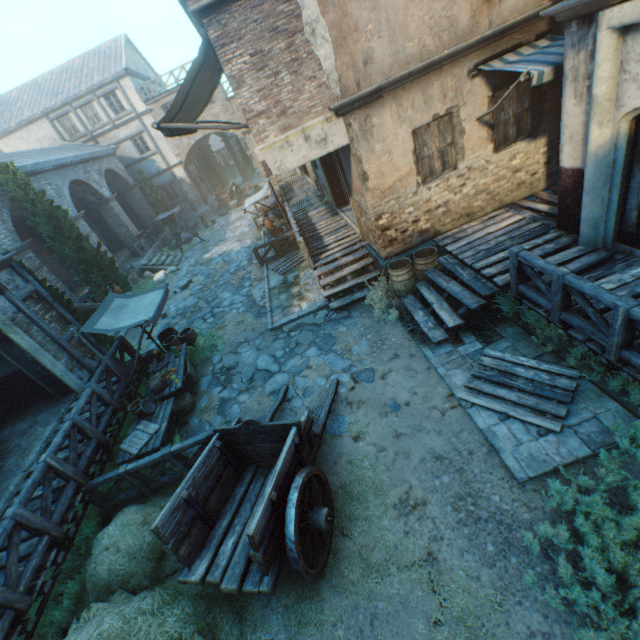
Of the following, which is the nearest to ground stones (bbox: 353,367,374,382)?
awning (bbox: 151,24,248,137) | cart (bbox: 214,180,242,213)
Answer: awning (bbox: 151,24,248,137)

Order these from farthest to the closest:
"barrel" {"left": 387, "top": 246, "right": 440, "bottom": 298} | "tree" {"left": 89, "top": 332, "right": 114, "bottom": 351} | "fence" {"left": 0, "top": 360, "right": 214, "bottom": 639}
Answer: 1. "tree" {"left": 89, "top": 332, "right": 114, "bottom": 351}
2. "barrel" {"left": 387, "top": 246, "right": 440, "bottom": 298}
3. "fence" {"left": 0, "top": 360, "right": 214, "bottom": 639}

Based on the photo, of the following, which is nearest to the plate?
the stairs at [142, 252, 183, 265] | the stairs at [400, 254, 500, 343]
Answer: the stairs at [400, 254, 500, 343]

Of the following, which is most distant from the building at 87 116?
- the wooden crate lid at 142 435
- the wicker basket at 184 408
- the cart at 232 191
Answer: the wooden crate lid at 142 435

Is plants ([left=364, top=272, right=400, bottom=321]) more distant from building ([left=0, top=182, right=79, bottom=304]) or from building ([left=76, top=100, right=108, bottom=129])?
building ([left=76, top=100, right=108, bottom=129])

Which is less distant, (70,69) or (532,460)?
(532,460)

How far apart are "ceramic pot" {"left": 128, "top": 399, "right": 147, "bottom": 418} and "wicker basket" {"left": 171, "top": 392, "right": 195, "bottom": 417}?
0.56m

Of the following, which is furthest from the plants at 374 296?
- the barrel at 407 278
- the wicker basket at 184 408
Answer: the wicker basket at 184 408
